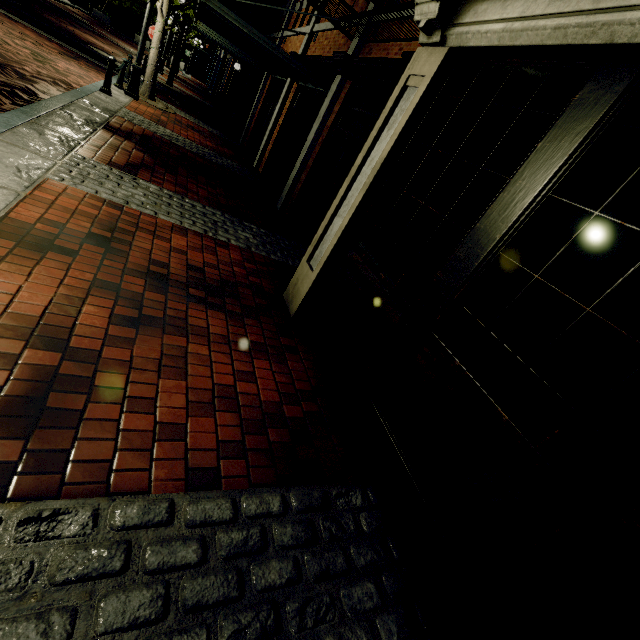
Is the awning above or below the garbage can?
above

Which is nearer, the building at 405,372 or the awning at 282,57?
the building at 405,372

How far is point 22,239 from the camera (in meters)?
2.79

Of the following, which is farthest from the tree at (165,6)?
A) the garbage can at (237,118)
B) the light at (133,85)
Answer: the garbage can at (237,118)

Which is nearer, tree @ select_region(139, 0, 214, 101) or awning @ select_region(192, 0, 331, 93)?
awning @ select_region(192, 0, 331, 93)

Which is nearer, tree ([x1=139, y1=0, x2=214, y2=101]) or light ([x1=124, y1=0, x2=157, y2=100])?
light ([x1=124, y1=0, x2=157, y2=100])

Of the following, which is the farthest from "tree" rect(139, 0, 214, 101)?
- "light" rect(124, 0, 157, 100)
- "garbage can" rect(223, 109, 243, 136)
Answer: "garbage can" rect(223, 109, 243, 136)

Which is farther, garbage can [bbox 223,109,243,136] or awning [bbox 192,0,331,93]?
garbage can [bbox 223,109,243,136]
